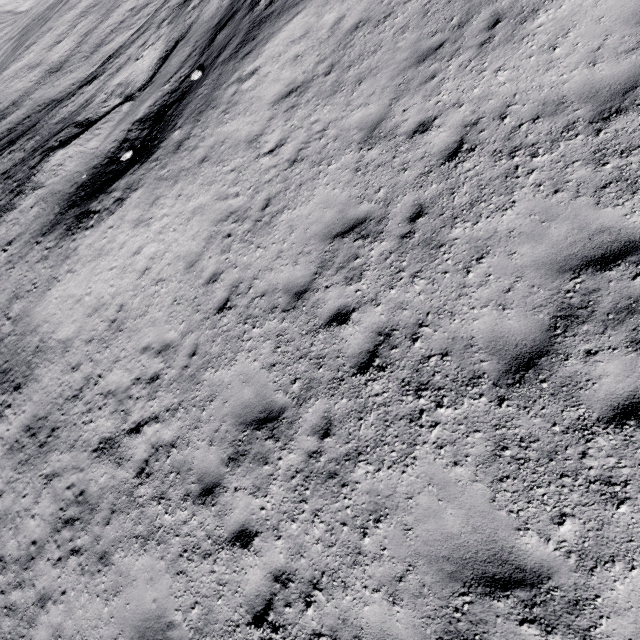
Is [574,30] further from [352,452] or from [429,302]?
[352,452]
